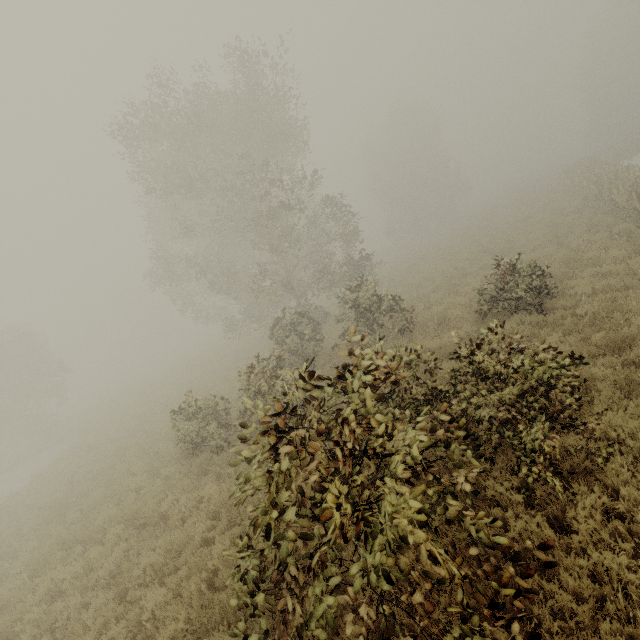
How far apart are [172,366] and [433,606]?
39.9m
